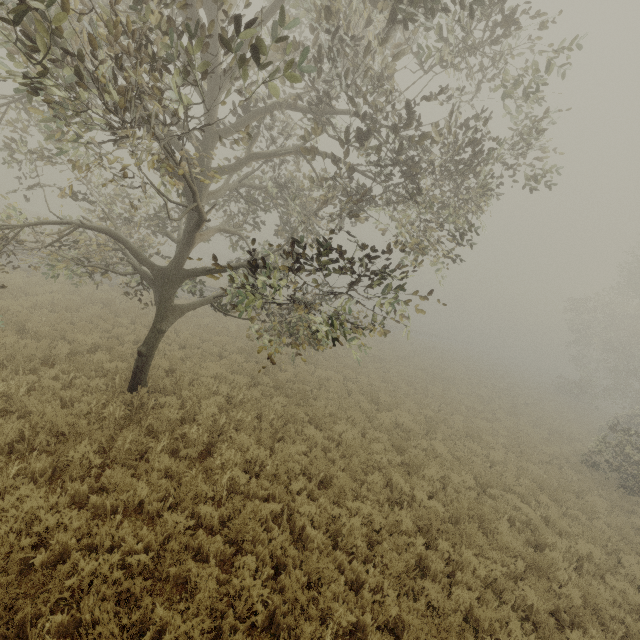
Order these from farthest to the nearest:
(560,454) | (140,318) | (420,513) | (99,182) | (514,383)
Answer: (514,383), (560,454), (140,318), (99,182), (420,513)

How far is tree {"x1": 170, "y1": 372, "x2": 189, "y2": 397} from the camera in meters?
9.5

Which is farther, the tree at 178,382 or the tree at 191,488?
the tree at 178,382

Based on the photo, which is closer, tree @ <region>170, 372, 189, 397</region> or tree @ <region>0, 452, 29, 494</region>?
tree @ <region>0, 452, 29, 494</region>

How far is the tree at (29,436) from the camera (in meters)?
6.04

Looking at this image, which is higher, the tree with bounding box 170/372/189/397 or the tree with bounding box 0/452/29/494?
the tree with bounding box 170/372/189/397
